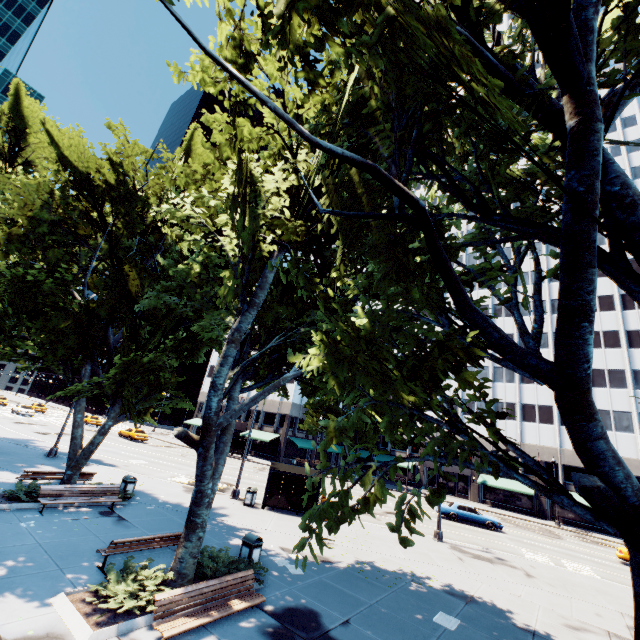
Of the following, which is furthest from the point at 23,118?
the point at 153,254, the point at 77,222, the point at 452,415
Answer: the point at 452,415

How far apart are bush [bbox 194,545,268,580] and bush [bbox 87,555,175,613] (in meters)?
1.76

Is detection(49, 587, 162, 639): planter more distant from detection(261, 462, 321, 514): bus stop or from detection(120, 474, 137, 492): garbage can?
detection(261, 462, 321, 514): bus stop

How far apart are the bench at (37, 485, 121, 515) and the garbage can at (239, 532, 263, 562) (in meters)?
6.73

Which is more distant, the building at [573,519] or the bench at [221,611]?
the building at [573,519]

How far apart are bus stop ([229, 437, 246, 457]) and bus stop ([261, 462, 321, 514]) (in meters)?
25.48

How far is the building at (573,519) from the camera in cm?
3847

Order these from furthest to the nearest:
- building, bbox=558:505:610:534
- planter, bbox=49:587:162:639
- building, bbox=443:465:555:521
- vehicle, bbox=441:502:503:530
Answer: building, bbox=443:465:555:521 < building, bbox=558:505:610:534 < vehicle, bbox=441:502:503:530 < planter, bbox=49:587:162:639
